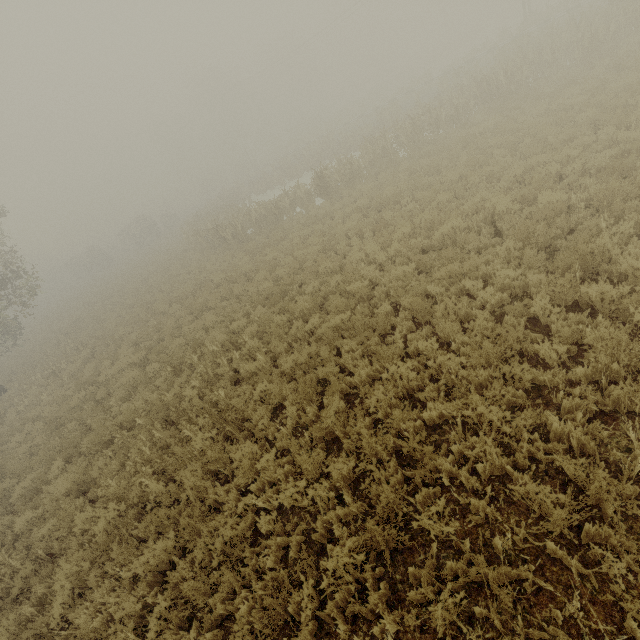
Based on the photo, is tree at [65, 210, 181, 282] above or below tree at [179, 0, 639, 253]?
above

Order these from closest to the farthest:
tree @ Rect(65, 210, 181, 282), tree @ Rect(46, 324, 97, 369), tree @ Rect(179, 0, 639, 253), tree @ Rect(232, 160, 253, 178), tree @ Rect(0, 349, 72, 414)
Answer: tree @ Rect(0, 349, 72, 414)
tree @ Rect(46, 324, 97, 369)
tree @ Rect(179, 0, 639, 253)
tree @ Rect(65, 210, 181, 282)
tree @ Rect(232, 160, 253, 178)

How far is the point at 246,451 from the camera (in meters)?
6.22

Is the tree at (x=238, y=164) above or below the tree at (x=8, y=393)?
above

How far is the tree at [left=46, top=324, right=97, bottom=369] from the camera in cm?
1609

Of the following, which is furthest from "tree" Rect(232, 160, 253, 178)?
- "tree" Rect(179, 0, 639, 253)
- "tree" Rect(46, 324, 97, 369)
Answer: "tree" Rect(46, 324, 97, 369)

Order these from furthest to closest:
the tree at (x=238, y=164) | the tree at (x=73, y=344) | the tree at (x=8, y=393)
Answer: the tree at (x=238, y=164), the tree at (x=73, y=344), the tree at (x=8, y=393)
